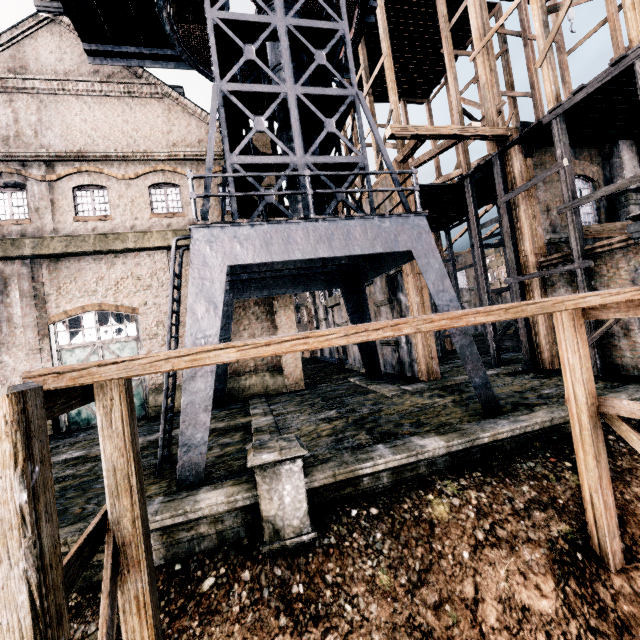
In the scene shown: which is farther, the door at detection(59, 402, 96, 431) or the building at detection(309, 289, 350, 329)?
the building at detection(309, 289, 350, 329)

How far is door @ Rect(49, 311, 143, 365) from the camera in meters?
16.9 m

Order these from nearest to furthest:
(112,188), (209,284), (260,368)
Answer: (209,284) < (112,188) < (260,368)

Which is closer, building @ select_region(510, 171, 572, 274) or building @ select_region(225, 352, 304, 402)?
building @ select_region(510, 171, 572, 274)

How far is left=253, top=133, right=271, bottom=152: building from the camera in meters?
19.2

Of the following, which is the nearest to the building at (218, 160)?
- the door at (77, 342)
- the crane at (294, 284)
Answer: the door at (77, 342)

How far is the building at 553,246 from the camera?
15.1 meters
